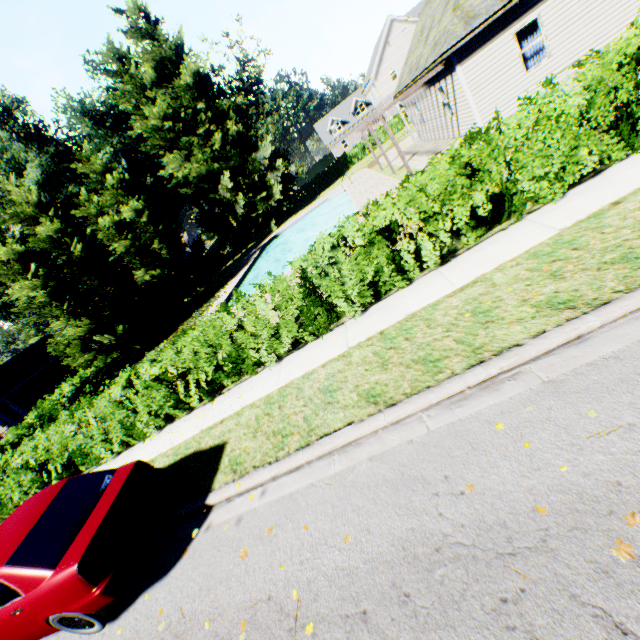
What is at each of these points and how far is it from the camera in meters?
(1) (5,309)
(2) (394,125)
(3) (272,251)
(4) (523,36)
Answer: (1) plant, 34.4 m
(2) hedge, 41.2 m
(3) swimming pool, 33.7 m
(4) curtain, 12.2 m

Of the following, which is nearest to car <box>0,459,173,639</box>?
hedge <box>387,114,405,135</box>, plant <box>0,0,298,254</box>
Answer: plant <box>0,0,298,254</box>

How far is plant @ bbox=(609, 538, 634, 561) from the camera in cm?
212

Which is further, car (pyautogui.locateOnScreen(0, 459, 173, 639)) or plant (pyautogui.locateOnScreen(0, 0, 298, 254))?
plant (pyautogui.locateOnScreen(0, 0, 298, 254))

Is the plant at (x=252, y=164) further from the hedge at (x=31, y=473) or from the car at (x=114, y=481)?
the car at (x=114, y=481)

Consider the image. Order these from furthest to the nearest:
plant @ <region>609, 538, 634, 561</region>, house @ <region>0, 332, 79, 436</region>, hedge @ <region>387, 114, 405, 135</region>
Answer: hedge @ <region>387, 114, 405, 135</region> → house @ <region>0, 332, 79, 436</region> → plant @ <region>609, 538, 634, 561</region>

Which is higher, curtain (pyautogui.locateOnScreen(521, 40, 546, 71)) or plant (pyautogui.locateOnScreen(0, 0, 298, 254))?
plant (pyautogui.locateOnScreen(0, 0, 298, 254))

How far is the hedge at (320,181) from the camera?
42.6m
